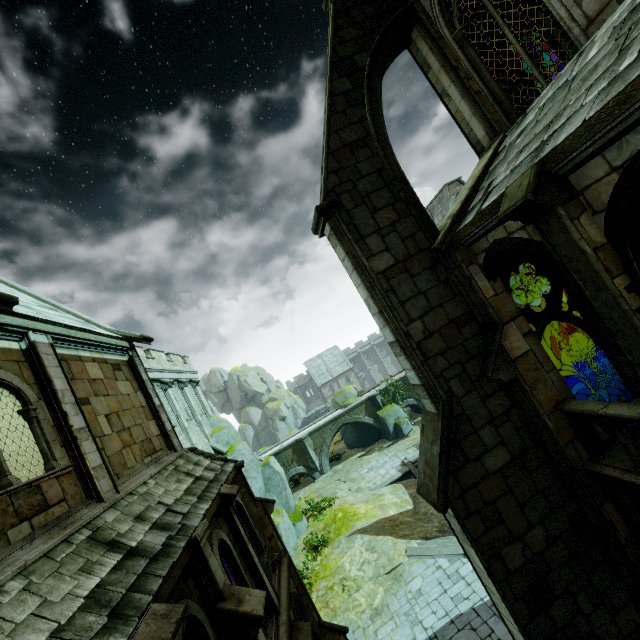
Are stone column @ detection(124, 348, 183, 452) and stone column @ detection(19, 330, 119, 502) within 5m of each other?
yes

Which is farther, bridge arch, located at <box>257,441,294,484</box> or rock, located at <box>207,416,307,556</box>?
bridge arch, located at <box>257,441,294,484</box>

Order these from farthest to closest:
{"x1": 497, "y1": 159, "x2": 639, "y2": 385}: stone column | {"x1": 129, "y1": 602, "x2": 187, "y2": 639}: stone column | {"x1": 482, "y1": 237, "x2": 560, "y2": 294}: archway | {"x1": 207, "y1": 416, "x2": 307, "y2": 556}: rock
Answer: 1. {"x1": 207, "y1": 416, "x2": 307, "y2": 556}: rock
2. {"x1": 482, "y1": 237, "x2": 560, "y2": 294}: archway
3. {"x1": 497, "y1": 159, "x2": 639, "y2": 385}: stone column
4. {"x1": 129, "y1": 602, "x2": 187, "y2": 639}: stone column

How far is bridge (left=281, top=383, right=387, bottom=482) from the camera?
34.4m

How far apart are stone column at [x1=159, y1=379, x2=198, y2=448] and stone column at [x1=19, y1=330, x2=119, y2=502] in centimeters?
1329cm

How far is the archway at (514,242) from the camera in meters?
5.5

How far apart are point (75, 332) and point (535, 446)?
11.05m

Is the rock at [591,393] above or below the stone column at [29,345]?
below
